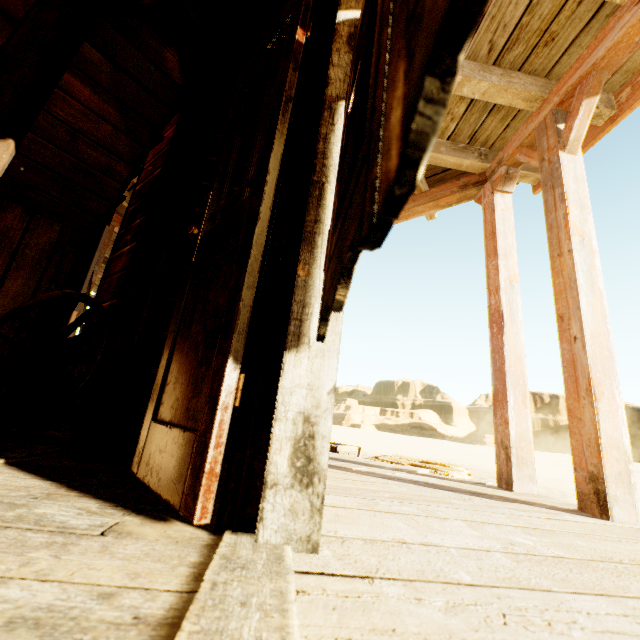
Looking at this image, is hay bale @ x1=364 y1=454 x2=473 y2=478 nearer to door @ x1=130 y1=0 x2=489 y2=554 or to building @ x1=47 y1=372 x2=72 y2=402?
building @ x1=47 y1=372 x2=72 y2=402

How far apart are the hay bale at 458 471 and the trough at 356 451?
0.2 meters

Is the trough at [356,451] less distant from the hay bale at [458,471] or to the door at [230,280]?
the hay bale at [458,471]

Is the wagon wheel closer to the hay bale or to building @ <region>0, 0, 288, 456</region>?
building @ <region>0, 0, 288, 456</region>

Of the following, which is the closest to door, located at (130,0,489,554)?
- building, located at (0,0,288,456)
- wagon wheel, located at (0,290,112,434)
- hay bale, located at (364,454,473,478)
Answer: building, located at (0,0,288,456)

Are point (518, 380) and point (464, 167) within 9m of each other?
yes

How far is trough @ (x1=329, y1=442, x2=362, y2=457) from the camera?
3.79m

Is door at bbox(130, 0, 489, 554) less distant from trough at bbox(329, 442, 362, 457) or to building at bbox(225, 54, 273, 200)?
building at bbox(225, 54, 273, 200)
